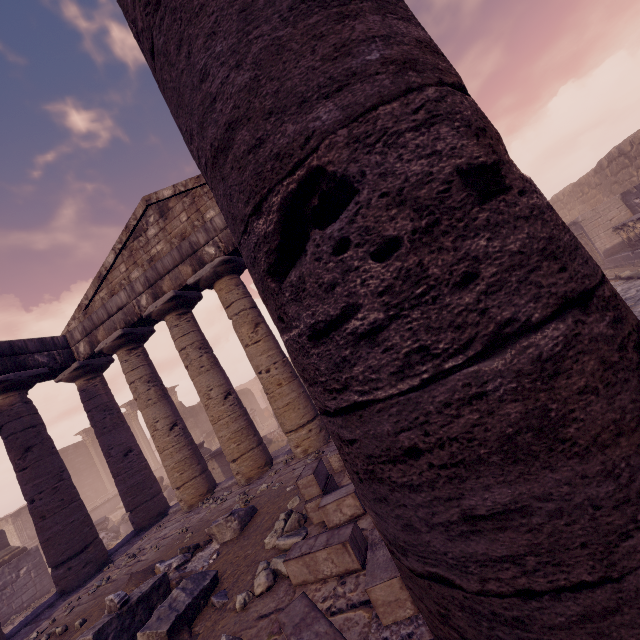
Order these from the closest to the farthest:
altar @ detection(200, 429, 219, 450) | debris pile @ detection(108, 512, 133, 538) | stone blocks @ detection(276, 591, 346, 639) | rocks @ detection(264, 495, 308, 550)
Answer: stone blocks @ detection(276, 591, 346, 639), rocks @ detection(264, 495, 308, 550), debris pile @ detection(108, 512, 133, 538), altar @ detection(200, 429, 219, 450)

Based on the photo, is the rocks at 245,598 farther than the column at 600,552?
Yes

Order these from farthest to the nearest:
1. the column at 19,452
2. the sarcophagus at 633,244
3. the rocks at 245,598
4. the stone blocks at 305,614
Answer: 1. the sarcophagus at 633,244
2. the column at 19,452
3. the rocks at 245,598
4. the stone blocks at 305,614

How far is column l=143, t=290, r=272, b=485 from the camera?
8.6 meters

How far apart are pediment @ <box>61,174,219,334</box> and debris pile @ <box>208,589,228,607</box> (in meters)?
6.92

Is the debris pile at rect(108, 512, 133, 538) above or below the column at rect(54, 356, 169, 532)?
below

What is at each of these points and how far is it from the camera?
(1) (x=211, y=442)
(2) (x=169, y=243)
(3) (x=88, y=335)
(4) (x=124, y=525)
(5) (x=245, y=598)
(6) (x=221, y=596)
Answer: (1) altar, 23.9m
(2) pediment, 9.3m
(3) entablature, 9.9m
(4) debris pile, 15.7m
(5) rocks, 3.5m
(6) debris pile, 3.9m

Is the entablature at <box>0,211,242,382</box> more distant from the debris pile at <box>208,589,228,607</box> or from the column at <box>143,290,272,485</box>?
the debris pile at <box>208,589,228,607</box>
